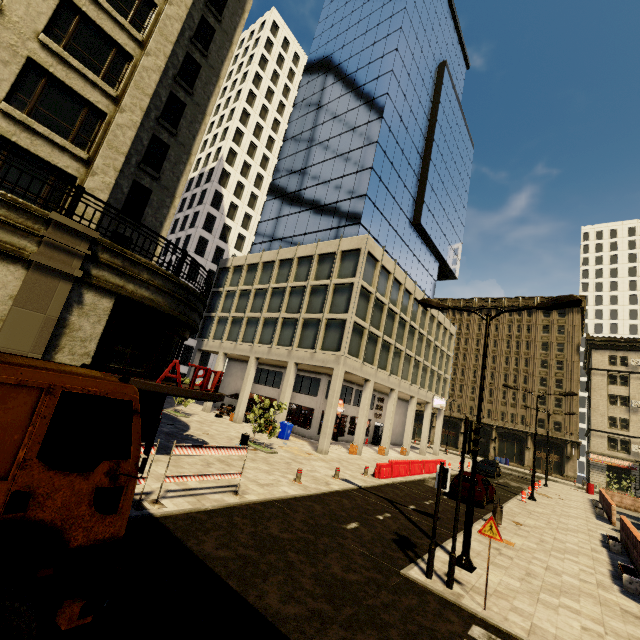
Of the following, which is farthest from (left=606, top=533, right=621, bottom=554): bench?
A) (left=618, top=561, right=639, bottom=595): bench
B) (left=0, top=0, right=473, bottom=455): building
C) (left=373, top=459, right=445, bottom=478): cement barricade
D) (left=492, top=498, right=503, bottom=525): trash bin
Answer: (left=0, top=0, right=473, bottom=455): building

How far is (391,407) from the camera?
30.3 meters

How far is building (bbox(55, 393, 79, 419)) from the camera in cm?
964

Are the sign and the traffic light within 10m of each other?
yes

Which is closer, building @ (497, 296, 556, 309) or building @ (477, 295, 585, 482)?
building @ (477, 295, 585, 482)

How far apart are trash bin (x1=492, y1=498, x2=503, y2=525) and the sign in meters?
8.1

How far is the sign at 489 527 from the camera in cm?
706

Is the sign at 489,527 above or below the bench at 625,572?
above
